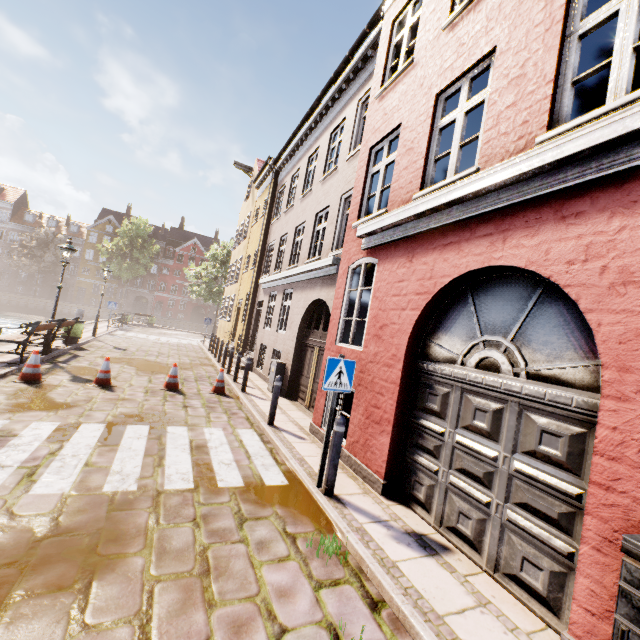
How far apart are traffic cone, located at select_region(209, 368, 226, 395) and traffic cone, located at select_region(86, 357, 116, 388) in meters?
2.4

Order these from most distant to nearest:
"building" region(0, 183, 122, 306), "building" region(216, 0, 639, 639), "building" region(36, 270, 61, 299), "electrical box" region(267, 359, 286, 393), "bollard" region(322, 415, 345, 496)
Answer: "building" region(36, 270, 61, 299) < "building" region(0, 183, 122, 306) < "electrical box" region(267, 359, 286, 393) < "bollard" region(322, 415, 345, 496) < "building" region(216, 0, 639, 639)

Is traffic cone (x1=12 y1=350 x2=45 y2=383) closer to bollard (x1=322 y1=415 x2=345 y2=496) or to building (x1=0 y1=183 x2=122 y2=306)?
bollard (x1=322 y1=415 x2=345 y2=496)

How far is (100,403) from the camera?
7.01m

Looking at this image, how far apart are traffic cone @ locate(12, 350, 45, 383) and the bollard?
7.4m

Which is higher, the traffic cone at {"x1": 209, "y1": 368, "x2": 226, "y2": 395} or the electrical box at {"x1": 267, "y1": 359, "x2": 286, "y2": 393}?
the electrical box at {"x1": 267, "y1": 359, "x2": 286, "y2": 393}

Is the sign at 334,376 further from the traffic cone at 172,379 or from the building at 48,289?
the building at 48,289

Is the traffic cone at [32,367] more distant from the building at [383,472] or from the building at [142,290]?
the building at [142,290]
